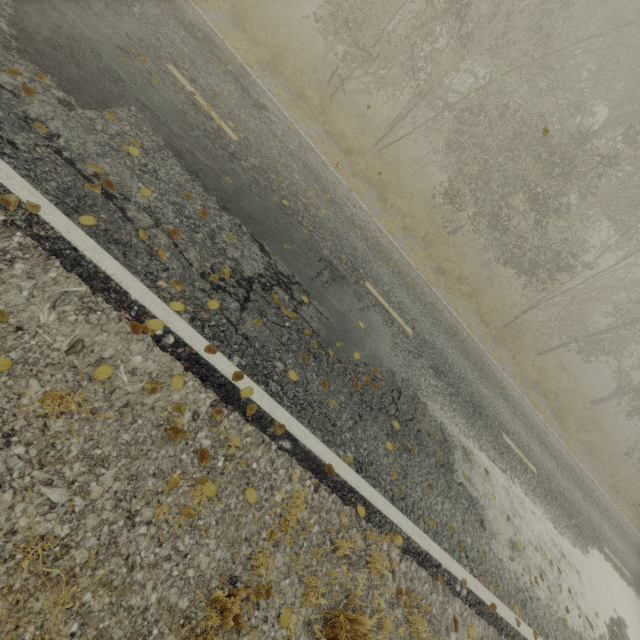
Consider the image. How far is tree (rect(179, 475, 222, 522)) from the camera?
2.60m

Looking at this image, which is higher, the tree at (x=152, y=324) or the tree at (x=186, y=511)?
the tree at (x=152, y=324)

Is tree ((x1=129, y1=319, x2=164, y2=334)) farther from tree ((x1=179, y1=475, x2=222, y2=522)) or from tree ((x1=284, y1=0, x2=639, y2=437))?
tree ((x1=284, y1=0, x2=639, y2=437))

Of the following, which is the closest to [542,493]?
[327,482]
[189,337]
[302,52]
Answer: [327,482]

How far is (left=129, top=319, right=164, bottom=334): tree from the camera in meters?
3.0 m

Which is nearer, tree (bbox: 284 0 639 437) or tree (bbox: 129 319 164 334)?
tree (bbox: 129 319 164 334)

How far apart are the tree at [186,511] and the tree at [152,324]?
1.4 meters

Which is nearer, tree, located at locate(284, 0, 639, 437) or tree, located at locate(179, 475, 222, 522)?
tree, located at locate(179, 475, 222, 522)
